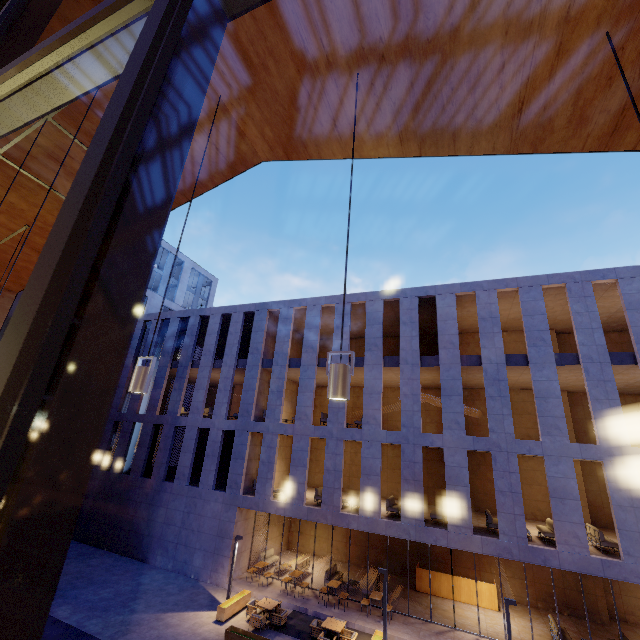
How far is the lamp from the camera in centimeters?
218cm

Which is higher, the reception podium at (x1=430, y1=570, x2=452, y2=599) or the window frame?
the window frame

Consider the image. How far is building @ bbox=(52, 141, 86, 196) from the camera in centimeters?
467cm

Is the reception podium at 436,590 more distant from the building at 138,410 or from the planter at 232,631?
the planter at 232,631

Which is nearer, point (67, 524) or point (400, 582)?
point (67, 524)

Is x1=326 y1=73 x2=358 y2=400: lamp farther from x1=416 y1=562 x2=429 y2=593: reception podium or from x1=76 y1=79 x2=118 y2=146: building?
x1=416 y1=562 x2=429 y2=593: reception podium

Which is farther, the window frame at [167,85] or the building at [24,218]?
the building at [24,218]

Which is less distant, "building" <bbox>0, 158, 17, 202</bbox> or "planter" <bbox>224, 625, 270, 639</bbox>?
"building" <bbox>0, 158, 17, 202</bbox>
